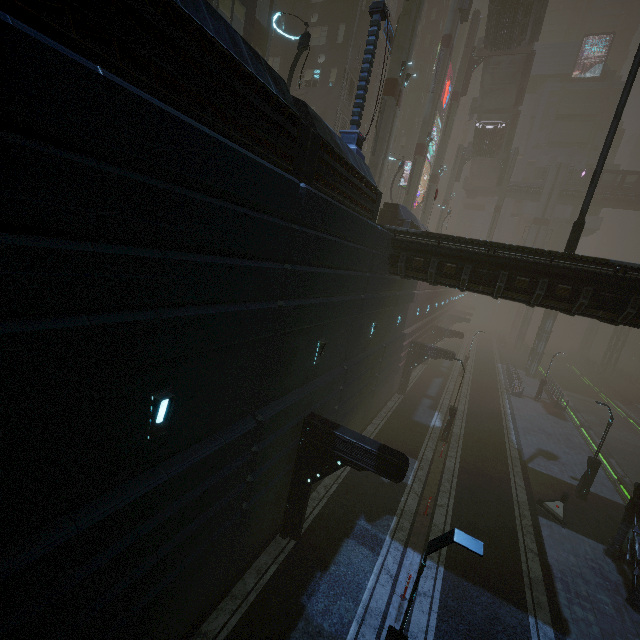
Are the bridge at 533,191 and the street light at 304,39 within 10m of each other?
no

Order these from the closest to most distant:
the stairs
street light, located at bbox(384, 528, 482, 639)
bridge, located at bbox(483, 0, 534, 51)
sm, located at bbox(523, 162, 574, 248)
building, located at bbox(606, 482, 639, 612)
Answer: street light, located at bbox(384, 528, 482, 639) < building, located at bbox(606, 482, 639, 612) < bridge, located at bbox(483, 0, 534, 51) < the stairs < sm, located at bbox(523, 162, 574, 248)

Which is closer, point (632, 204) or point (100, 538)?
point (100, 538)

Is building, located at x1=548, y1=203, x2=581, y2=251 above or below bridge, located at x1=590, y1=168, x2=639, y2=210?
below

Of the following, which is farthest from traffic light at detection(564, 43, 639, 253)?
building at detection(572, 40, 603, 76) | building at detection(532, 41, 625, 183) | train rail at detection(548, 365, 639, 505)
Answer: building at detection(572, 40, 603, 76)

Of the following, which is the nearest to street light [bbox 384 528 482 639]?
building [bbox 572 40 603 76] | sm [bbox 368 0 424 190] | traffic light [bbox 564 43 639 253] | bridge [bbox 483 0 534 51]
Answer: traffic light [bbox 564 43 639 253]

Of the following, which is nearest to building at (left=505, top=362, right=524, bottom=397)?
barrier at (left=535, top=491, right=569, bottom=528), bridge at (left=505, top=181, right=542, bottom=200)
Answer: barrier at (left=535, top=491, right=569, bottom=528)

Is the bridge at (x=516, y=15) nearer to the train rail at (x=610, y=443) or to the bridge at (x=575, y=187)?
the bridge at (x=575, y=187)
